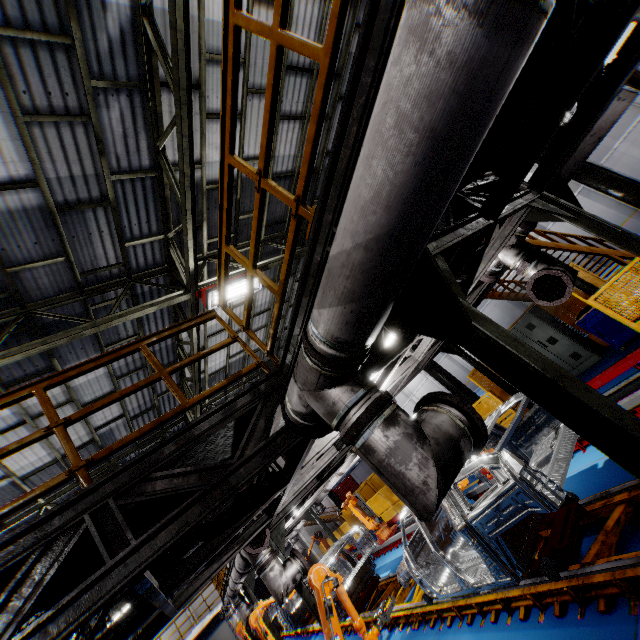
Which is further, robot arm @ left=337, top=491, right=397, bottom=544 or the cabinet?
robot arm @ left=337, top=491, right=397, bottom=544

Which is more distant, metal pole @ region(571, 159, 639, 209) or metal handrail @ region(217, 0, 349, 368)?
metal pole @ region(571, 159, 639, 209)

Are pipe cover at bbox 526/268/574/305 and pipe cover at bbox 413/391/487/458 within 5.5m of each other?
yes

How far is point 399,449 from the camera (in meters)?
2.20

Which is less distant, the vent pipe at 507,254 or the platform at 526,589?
the platform at 526,589

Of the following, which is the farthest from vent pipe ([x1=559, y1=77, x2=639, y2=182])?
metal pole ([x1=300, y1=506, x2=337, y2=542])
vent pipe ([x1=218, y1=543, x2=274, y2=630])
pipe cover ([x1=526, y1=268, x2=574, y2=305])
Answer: metal pole ([x1=300, y1=506, x2=337, y2=542])

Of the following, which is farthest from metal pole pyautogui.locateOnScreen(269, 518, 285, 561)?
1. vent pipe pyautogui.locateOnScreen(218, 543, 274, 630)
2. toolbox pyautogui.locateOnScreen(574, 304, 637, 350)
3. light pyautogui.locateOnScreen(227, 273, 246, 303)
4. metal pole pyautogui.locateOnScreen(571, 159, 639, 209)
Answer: metal pole pyautogui.locateOnScreen(571, 159, 639, 209)
